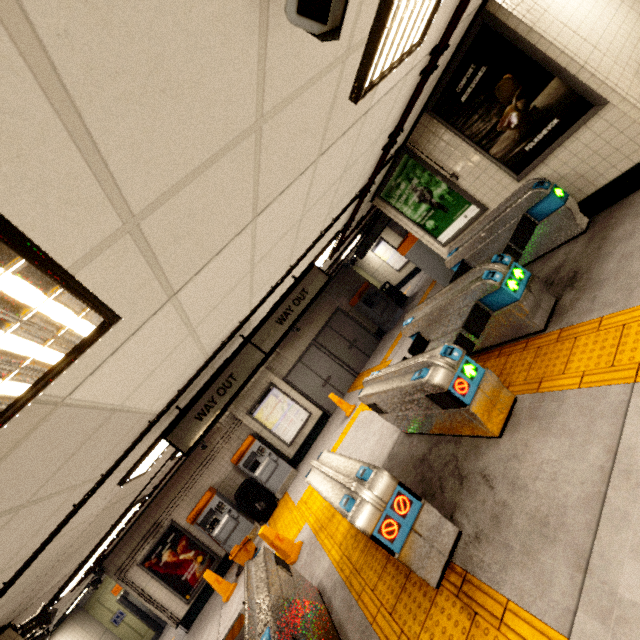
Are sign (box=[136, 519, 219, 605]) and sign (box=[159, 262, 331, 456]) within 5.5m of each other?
no

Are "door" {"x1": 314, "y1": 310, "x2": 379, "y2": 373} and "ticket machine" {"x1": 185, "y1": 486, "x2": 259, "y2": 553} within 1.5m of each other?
no

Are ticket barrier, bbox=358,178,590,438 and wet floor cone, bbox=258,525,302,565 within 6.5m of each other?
yes

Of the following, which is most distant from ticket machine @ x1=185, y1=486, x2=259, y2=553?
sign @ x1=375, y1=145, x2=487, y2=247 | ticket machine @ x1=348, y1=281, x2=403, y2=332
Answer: sign @ x1=375, y1=145, x2=487, y2=247

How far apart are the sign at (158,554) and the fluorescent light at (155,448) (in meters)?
5.70

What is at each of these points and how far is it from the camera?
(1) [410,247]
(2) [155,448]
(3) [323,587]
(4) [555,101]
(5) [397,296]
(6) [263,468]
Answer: (1) ticket machine, 7.4 meters
(2) fluorescent light, 4.4 meters
(3) building, 4.3 meters
(4) sign, 3.9 meters
(5) trash can, 13.4 meters
(6) ticket machine, 9.5 meters

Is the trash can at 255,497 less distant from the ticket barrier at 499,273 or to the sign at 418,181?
the ticket barrier at 499,273

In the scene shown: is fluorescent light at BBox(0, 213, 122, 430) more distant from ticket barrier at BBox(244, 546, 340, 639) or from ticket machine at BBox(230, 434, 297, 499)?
ticket machine at BBox(230, 434, 297, 499)
